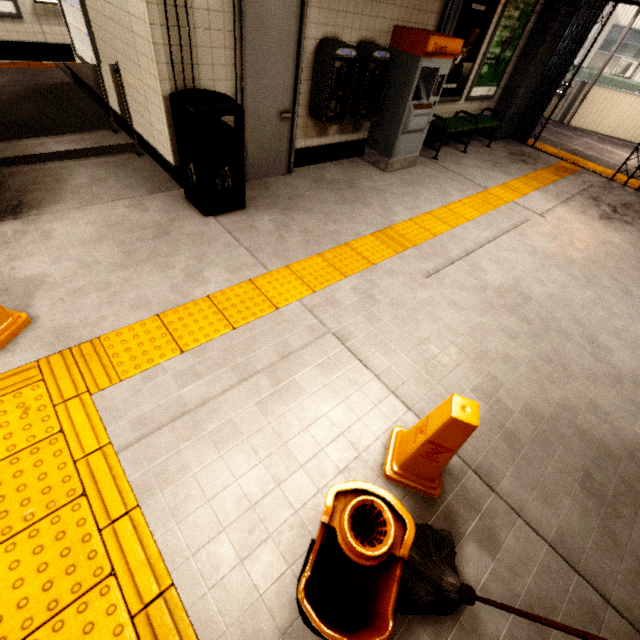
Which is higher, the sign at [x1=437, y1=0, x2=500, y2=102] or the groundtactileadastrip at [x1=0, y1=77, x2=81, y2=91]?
the sign at [x1=437, y1=0, x2=500, y2=102]

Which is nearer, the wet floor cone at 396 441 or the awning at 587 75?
the wet floor cone at 396 441

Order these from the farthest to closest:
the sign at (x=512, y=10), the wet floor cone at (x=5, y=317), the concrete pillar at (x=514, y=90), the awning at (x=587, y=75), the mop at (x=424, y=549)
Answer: the awning at (x=587, y=75) < the concrete pillar at (x=514, y=90) < the sign at (x=512, y=10) < the wet floor cone at (x=5, y=317) < the mop at (x=424, y=549)

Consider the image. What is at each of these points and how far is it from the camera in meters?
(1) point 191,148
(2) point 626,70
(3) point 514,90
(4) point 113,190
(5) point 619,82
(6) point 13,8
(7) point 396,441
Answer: (1) trash can, 3.4 m
(2) air conditioner, 15.1 m
(3) concrete pillar, 7.6 m
(4) building, 4.0 m
(5) awning, 15.3 m
(6) sign, 6.3 m
(7) wet floor cone, 2.2 m

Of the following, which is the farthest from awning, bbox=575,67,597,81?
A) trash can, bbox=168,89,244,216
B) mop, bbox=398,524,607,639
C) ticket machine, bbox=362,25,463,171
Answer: mop, bbox=398,524,607,639

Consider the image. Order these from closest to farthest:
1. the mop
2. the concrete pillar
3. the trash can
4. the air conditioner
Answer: the mop < the trash can < the concrete pillar < the air conditioner

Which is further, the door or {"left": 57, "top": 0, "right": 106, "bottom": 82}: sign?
{"left": 57, "top": 0, "right": 106, "bottom": 82}: sign

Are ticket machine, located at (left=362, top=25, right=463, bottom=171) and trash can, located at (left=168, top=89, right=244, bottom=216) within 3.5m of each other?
yes
